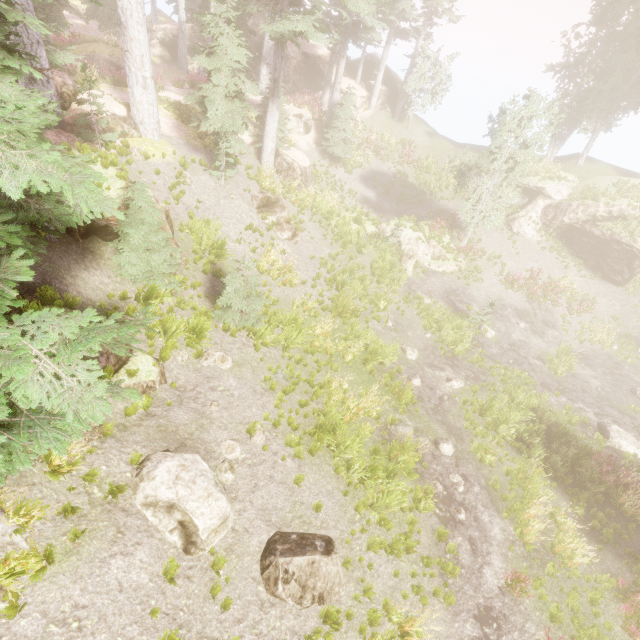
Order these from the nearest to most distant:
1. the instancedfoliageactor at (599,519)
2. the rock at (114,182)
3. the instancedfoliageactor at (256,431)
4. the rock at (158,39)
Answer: the instancedfoliageactor at (256,431) → the rock at (114,182) → the instancedfoliageactor at (599,519) → the rock at (158,39)

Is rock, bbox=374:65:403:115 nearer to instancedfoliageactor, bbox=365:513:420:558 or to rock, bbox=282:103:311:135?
instancedfoliageactor, bbox=365:513:420:558

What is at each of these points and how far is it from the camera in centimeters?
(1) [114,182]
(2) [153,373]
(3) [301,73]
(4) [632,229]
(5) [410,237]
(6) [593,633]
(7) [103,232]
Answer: (1) rock, 938cm
(2) rock, 824cm
(3) rock, 2975cm
(4) instancedfoliageactor, 2164cm
(5) rock, 2166cm
(6) instancedfoliageactor, 810cm
(7) rock, 906cm

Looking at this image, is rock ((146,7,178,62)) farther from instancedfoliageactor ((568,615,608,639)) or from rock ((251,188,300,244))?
rock ((251,188,300,244))

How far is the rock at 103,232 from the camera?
8.4m

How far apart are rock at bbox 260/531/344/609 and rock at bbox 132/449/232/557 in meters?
0.8

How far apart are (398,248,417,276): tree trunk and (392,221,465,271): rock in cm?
53

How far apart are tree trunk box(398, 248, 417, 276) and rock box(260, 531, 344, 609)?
16.1m
